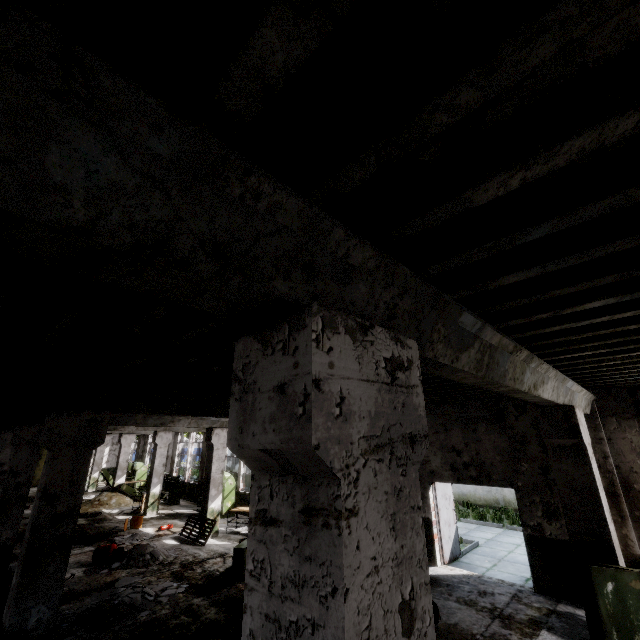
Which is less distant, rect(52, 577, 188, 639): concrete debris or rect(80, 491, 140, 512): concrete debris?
rect(52, 577, 188, 639): concrete debris

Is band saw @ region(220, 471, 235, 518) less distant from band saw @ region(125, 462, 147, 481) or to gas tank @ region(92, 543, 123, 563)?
gas tank @ region(92, 543, 123, 563)

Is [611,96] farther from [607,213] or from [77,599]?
[77,599]

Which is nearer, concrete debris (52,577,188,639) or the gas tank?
concrete debris (52,577,188,639)

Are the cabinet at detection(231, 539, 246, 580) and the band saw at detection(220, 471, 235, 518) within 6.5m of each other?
yes

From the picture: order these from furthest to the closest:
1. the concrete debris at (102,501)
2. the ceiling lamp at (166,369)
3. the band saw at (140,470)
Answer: the band saw at (140,470) → the concrete debris at (102,501) → the ceiling lamp at (166,369)

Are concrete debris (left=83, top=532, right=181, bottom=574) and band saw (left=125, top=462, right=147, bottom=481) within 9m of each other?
no

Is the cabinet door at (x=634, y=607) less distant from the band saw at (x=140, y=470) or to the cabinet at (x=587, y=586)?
the cabinet at (x=587, y=586)
